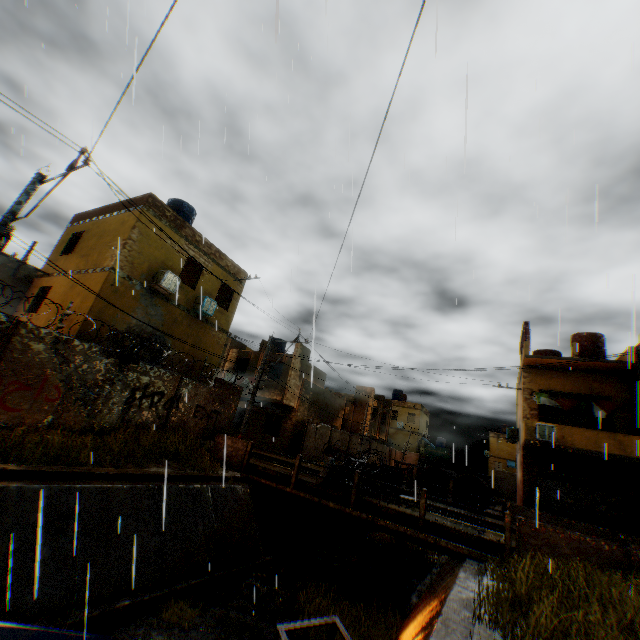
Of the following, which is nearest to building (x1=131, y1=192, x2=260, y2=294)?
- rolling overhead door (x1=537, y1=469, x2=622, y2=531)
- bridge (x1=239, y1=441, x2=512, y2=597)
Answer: rolling overhead door (x1=537, y1=469, x2=622, y2=531)

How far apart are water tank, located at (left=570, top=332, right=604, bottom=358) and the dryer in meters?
3.0

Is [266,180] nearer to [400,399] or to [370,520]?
[370,520]

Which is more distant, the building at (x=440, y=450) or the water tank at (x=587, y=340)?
the building at (x=440, y=450)

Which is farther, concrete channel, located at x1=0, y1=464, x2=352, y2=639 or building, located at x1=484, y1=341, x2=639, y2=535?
building, located at x1=484, y1=341, x2=639, y2=535

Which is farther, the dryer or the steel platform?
the dryer

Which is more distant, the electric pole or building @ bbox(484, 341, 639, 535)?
building @ bbox(484, 341, 639, 535)

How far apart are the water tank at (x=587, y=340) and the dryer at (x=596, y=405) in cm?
299
